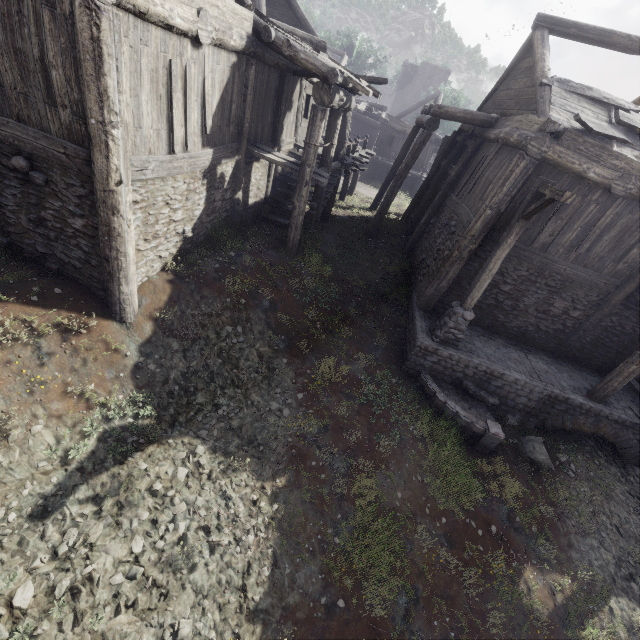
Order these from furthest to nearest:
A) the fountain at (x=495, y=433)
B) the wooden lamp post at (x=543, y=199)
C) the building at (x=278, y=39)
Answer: the fountain at (x=495, y=433), the wooden lamp post at (x=543, y=199), the building at (x=278, y=39)

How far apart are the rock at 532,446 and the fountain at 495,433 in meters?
0.3 m

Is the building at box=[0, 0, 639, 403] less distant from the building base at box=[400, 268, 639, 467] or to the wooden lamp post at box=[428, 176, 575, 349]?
the building base at box=[400, 268, 639, 467]

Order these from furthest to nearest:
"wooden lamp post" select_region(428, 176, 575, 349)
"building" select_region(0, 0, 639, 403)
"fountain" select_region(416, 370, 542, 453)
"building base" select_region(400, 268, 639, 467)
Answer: "building base" select_region(400, 268, 639, 467) → "fountain" select_region(416, 370, 542, 453) → "wooden lamp post" select_region(428, 176, 575, 349) → "building" select_region(0, 0, 639, 403)

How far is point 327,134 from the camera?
10.9 meters

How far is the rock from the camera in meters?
8.6 m

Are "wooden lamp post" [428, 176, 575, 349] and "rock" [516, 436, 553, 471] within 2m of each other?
no

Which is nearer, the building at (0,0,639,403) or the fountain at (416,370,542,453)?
the building at (0,0,639,403)
